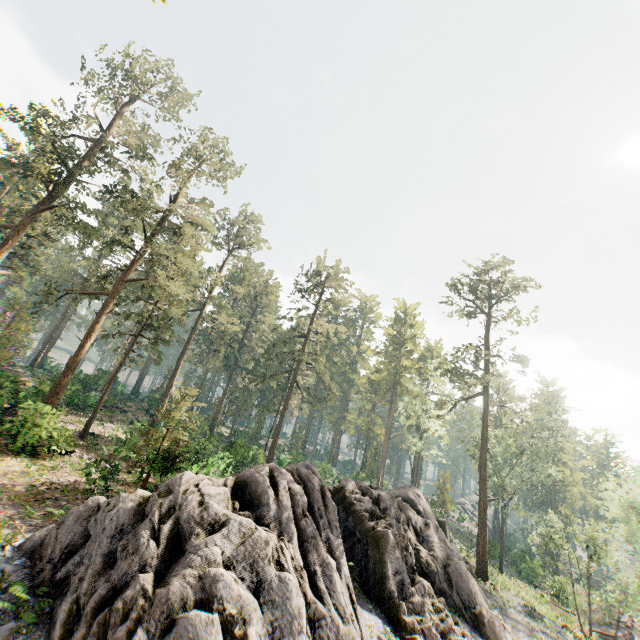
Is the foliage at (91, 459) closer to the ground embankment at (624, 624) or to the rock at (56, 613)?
the rock at (56, 613)

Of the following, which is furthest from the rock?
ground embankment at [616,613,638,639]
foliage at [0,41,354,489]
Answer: ground embankment at [616,613,638,639]

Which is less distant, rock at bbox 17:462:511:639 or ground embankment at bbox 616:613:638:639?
rock at bbox 17:462:511:639

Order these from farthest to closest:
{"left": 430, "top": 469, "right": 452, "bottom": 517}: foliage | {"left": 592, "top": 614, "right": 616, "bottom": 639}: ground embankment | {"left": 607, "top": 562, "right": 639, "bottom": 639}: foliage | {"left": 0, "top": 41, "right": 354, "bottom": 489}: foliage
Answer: {"left": 430, "top": 469, "right": 452, "bottom": 517}: foliage < {"left": 592, "top": 614, "right": 616, "bottom": 639}: ground embankment < {"left": 607, "top": 562, "right": 639, "bottom": 639}: foliage < {"left": 0, "top": 41, "right": 354, "bottom": 489}: foliage

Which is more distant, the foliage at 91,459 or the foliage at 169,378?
the foliage at 169,378

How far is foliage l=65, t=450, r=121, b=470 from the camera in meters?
14.7 m

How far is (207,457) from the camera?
29.5 meters
